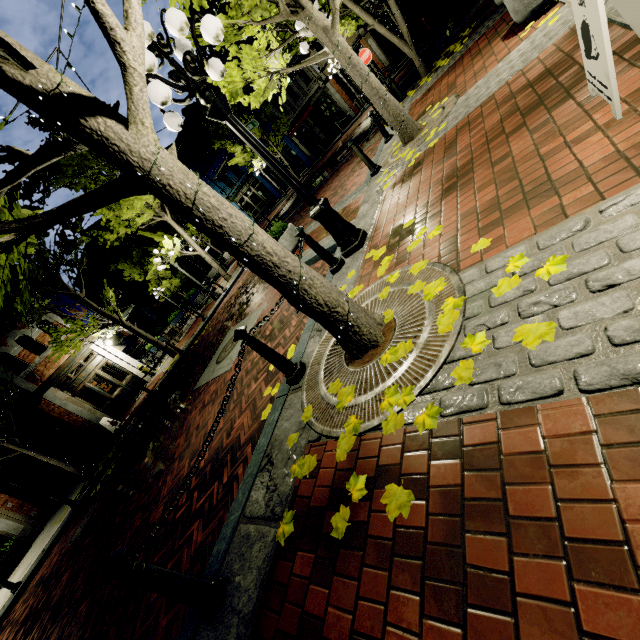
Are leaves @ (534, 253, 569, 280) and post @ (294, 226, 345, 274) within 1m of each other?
no

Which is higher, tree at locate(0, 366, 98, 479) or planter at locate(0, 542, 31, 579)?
tree at locate(0, 366, 98, 479)

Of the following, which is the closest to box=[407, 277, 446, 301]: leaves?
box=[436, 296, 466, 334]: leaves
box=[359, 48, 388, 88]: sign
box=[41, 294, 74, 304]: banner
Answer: box=[436, 296, 466, 334]: leaves

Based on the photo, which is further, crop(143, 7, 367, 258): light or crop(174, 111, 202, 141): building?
crop(174, 111, 202, 141): building

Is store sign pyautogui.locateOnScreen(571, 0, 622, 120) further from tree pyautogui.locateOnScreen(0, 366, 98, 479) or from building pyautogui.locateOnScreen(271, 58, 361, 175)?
building pyautogui.locateOnScreen(271, 58, 361, 175)

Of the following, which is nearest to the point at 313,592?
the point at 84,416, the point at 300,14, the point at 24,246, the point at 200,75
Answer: the point at 24,246

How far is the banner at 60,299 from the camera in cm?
1496

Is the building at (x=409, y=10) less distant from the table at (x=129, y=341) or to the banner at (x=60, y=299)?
the table at (x=129, y=341)
